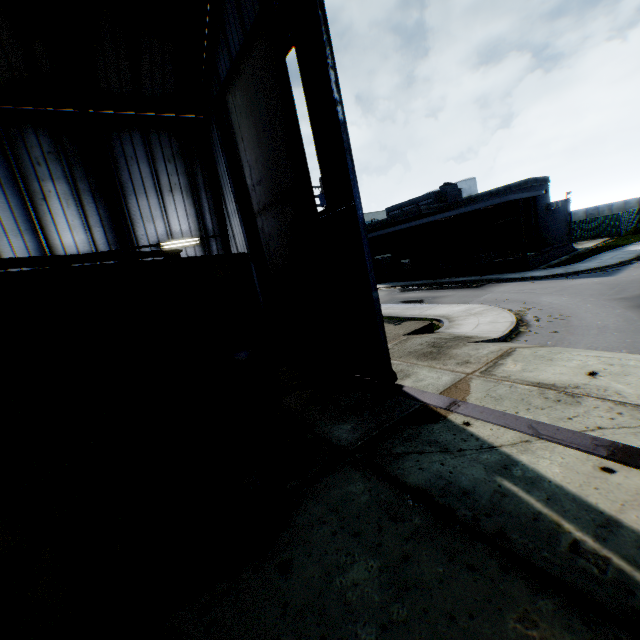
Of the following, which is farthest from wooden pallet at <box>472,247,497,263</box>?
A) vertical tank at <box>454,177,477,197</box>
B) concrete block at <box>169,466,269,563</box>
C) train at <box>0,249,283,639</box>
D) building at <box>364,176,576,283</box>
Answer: vertical tank at <box>454,177,477,197</box>

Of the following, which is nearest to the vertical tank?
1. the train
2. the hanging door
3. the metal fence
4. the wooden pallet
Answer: the metal fence

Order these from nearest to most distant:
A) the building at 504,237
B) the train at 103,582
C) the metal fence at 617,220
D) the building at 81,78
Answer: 1. the train at 103,582
2. the building at 81,78
3. the building at 504,237
4. the metal fence at 617,220

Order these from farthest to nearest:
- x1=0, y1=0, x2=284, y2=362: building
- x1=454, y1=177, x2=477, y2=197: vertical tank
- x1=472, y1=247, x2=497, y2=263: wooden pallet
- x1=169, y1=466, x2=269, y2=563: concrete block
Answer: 1. x1=454, y1=177, x2=477, y2=197: vertical tank
2. x1=472, y1=247, x2=497, y2=263: wooden pallet
3. x1=0, y1=0, x2=284, y2=362: building
4. x1=169, y1=466, x2=269, y2=563: concrete block

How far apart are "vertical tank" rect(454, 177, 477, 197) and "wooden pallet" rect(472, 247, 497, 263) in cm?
3358

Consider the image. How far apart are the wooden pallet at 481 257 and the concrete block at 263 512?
28.2m

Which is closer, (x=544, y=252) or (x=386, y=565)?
(x=386, y=565)

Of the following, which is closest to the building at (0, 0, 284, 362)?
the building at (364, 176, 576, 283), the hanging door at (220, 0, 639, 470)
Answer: the hanging door at (220, 0, 639, 470)
